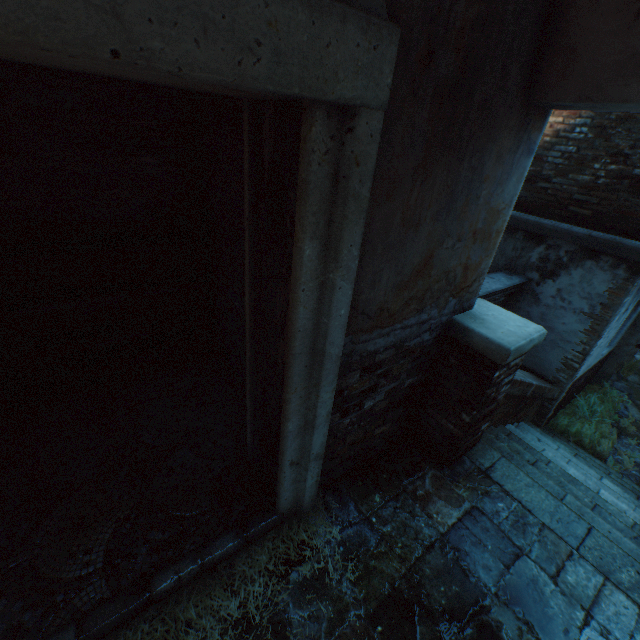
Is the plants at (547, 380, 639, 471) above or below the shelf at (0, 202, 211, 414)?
below

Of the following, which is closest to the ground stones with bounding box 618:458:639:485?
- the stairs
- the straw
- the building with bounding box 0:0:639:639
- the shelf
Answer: the stairs

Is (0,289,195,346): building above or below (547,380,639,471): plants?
above

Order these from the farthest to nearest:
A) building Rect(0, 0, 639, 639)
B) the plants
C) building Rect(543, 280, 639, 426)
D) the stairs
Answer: the plants
building Rect(543, 280, 639, 426)
the stairs
building Rect(0, 0, 639, 639)

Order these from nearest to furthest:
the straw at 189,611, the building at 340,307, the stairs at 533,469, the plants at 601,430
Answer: the building at 340,307, the straw at 189,611, the stairs at 533,469, the plants at 601,430

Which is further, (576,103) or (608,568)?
(608,568)

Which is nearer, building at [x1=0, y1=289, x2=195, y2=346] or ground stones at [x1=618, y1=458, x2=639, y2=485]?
building at [x1=0, y1=289, x2=195, y2=346]

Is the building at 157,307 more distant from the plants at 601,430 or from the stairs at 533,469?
the plants at 601,430
